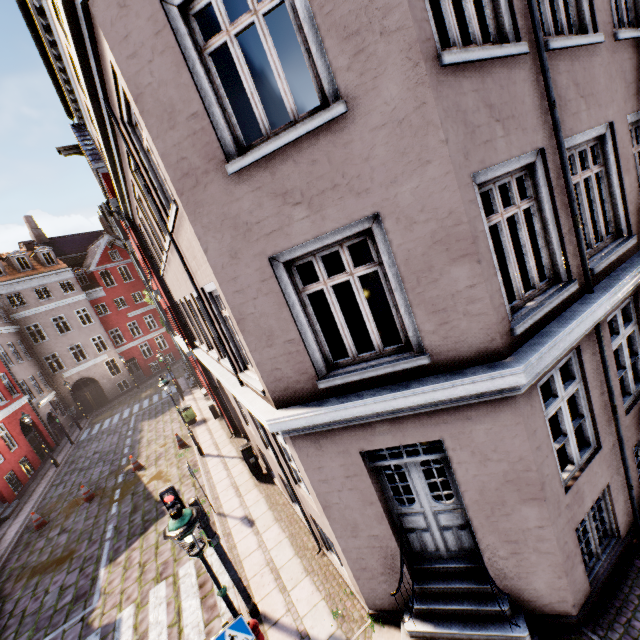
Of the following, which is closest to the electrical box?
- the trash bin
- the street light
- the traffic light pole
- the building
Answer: the building

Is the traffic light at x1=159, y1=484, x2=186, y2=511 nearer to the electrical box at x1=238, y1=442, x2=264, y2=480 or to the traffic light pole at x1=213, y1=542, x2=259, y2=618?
the traffic light pole at x1=213, y1=542, x2=259, y2=618

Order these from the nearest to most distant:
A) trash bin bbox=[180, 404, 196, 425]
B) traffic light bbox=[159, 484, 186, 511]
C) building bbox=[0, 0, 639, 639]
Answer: building bbox=[0, 0, 639, 639], traffic light bbox=[159, 484, 186, 511], trash bin bbox=[180, 404, 196, 425]

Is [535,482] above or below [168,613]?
above

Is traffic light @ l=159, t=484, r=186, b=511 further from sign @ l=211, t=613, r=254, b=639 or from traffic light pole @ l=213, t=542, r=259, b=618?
sign @ l=211, t=613, r=254, b=639

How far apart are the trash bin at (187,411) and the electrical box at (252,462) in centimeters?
826cm

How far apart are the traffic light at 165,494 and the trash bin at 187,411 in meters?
12.6

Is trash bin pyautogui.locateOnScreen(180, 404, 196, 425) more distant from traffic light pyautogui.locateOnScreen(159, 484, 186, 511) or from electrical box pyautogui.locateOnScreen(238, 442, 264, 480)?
traffic light pyautogui.locateOnScreen(159, 484, 186, 511)
